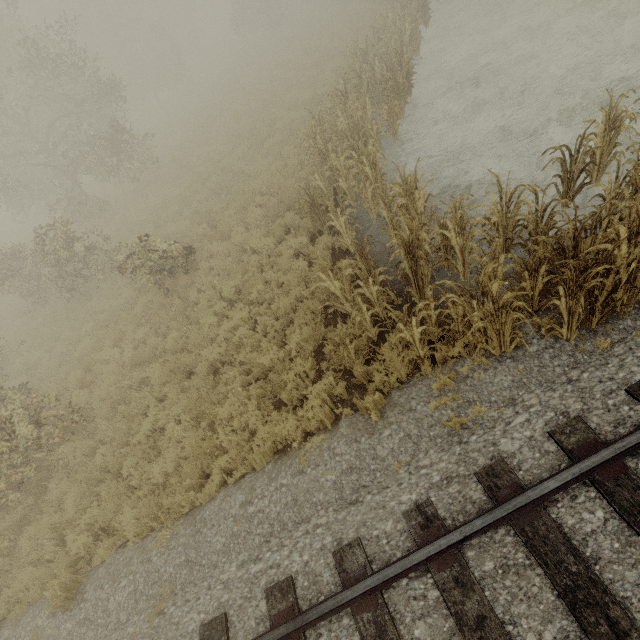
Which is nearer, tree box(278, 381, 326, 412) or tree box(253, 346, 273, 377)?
tree box(278, 381, 326, 412)

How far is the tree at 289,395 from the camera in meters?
5.9

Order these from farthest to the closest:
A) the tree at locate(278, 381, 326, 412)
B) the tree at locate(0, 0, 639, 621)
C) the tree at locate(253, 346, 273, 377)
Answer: the tree at locate(253, 346, 273, 377)
the tree at locate(278, 381, 326, 412)
the tree at locate(0, 0, 639, 621)

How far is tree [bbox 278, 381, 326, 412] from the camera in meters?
5.9 m

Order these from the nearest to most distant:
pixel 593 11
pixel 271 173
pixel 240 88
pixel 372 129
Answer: pixel 372 129, pixel 593 11, pixel 271 173, pixel 240 88
